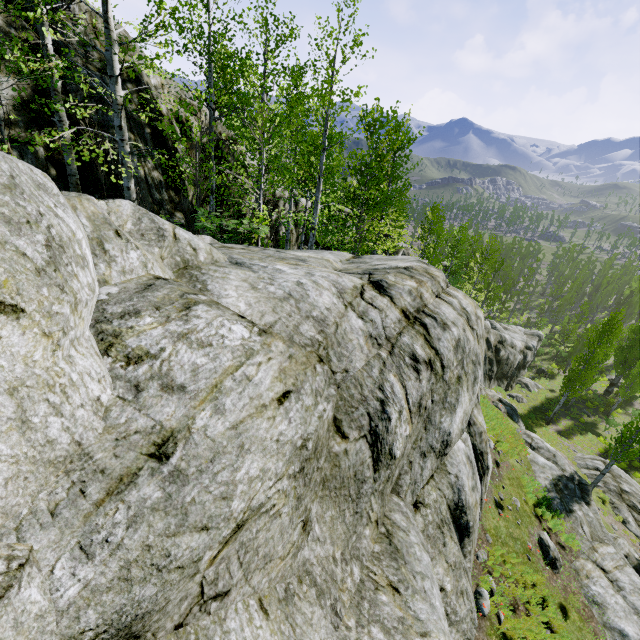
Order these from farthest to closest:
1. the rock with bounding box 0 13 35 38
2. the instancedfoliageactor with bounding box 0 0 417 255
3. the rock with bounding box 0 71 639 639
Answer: the rock with bounding box 0 13 35 38 < the instancedfoliageactor with bounding box 0 0 417 255 < the rock with bounding box 0 71 639 639

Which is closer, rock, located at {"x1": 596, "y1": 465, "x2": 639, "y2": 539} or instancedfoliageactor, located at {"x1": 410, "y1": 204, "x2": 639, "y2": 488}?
rock, located at {"x1": 596, "y1": 465, "x2": 639, "y2": 539}

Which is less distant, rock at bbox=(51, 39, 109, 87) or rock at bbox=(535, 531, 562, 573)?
rock at bbox=(51, 39, 109, 87)

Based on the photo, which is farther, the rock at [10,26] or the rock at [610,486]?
the rock at [610,486]

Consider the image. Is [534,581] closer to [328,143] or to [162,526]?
[162,526]
